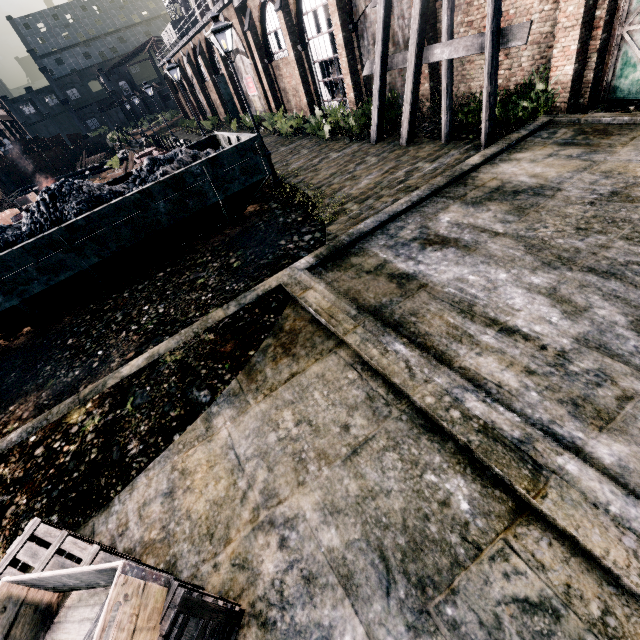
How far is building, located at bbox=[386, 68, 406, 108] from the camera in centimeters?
1642cm

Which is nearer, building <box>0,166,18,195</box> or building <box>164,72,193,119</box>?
building <box>0,166,18,195</box>

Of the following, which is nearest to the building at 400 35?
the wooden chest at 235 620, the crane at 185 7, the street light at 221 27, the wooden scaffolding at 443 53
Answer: the wooden scaffolding at 443 53

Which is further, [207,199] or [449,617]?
[207,199]

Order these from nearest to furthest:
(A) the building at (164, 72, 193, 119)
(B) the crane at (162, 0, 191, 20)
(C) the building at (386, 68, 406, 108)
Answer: (C) the building at (386, 68, 406, 108), (A) the building at (164, 72, 193, 119), (B) the crane at (162, 0, 191, 20)

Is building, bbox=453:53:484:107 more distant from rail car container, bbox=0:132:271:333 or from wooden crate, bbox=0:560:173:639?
wooden crate, bbox=0:560:173:639

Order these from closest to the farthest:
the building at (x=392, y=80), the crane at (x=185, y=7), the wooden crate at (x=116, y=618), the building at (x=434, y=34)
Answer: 1. the wooden crate at (x=116, y=618)
2. the building at (x=434, y=34)
3. the building at (x=392, y=80)
4. the crane at (x=185, y=7)
